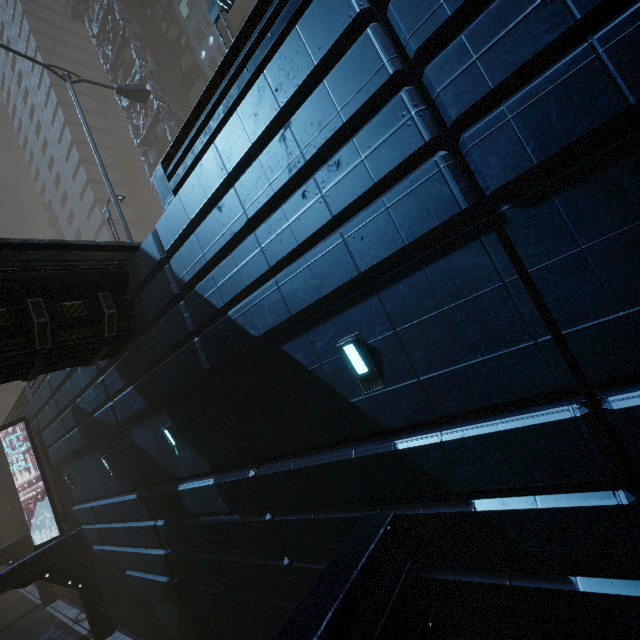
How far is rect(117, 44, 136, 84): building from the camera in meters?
28.5

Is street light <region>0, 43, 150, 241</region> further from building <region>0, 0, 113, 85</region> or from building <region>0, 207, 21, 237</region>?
building <region>0, 207, 21, 237</region>

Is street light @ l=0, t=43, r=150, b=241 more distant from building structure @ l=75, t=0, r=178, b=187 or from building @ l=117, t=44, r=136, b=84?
building structure @ l=75, t=0, r=178, b=187

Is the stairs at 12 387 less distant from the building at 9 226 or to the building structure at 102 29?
the building at 9 226

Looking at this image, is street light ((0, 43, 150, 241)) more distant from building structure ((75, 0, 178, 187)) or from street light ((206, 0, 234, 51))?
street light ((206, 0, 234, 51))

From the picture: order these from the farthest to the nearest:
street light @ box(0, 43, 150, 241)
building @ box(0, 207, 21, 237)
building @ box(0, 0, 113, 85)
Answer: building @ box(0, 207, 21, 237), building @ box(0, 0, 113, 85), street light @ box(0, 43, 150, 241)

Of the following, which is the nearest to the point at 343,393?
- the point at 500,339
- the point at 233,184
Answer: the point at 500,339

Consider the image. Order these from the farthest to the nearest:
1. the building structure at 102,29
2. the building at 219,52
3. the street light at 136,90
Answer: the building structure at 102,29, the street light at 136,90, the building at 219,52
